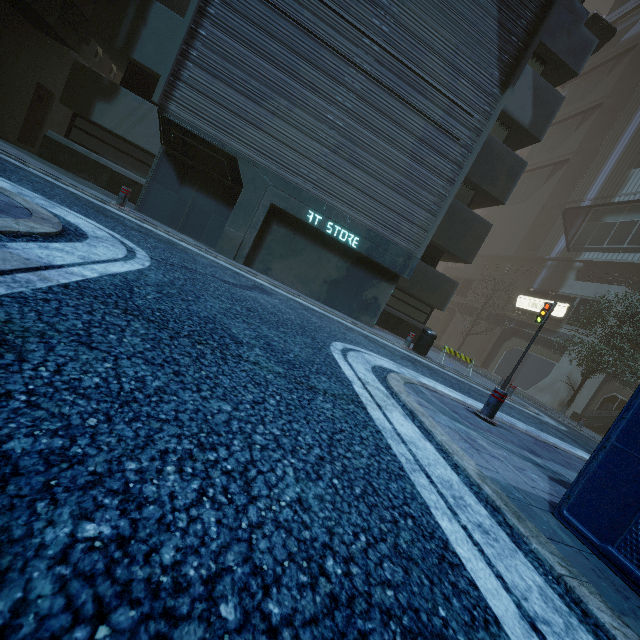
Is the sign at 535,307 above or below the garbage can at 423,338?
above

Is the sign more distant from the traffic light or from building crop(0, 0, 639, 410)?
the traffic light

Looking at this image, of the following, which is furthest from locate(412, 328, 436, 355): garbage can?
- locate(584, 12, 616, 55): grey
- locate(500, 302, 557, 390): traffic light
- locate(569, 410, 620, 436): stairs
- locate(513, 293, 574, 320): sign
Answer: locate(513, 293, 574, 320): sign

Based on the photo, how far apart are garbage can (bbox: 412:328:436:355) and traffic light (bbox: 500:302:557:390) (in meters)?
3.61

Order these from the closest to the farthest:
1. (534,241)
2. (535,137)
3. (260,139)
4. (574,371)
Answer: (260,139) → (535,137) → (574,371) → (534,241)

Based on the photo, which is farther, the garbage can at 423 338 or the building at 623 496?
the garbage can at 423 338

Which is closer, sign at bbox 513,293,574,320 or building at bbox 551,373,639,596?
building at bbox 551,373,639,596

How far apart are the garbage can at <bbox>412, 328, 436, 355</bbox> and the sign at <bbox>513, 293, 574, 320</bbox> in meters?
20.6 m
